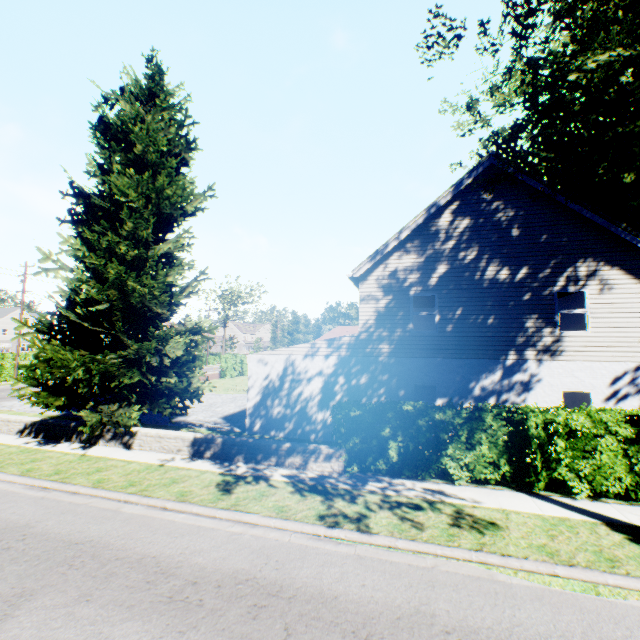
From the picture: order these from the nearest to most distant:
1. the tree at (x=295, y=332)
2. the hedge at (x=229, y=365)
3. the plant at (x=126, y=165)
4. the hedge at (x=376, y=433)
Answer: the hedge at (x=376, y=433)
the plant at (x=126, y=165)
the hedge at (x=229, y=365)
the tree at (x=295, y=332)

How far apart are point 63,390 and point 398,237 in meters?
13.6 m

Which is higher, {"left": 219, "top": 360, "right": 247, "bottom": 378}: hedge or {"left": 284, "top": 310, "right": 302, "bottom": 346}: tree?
{"left": 284, "top": 310, "right": 302, "bottom": 346}: tree

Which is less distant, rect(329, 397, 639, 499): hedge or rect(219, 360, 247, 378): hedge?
rect(329, 397, 639, 499): hedge

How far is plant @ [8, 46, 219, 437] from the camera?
11.3 meters

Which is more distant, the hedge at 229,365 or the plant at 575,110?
the hedge at 229,365

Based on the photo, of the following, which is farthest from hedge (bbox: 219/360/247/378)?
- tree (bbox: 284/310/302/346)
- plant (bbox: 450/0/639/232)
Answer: plant (bbox: 450/0/639/232)
